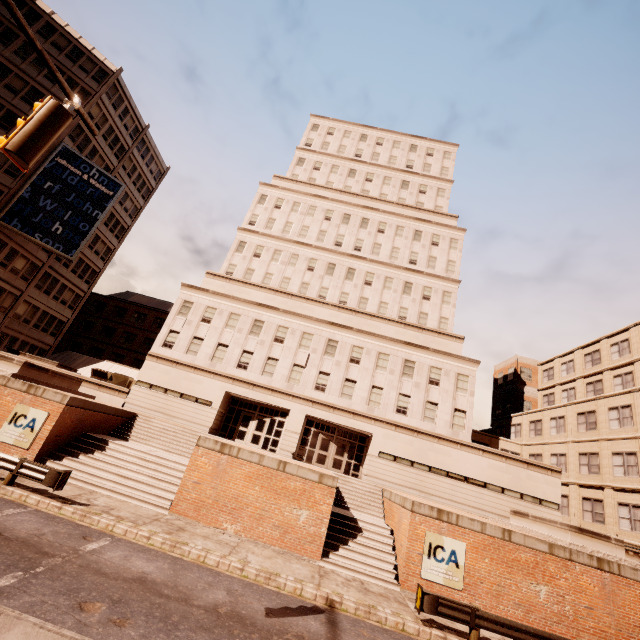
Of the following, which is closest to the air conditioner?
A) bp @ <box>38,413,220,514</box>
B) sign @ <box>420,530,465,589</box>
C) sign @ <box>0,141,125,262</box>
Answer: bp @ <box>38,413,220,514</box>

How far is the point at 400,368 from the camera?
28.0 meters

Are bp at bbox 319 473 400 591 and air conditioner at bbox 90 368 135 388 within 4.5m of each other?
no

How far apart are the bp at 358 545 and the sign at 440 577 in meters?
0.8

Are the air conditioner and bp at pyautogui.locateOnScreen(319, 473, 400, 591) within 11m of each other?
no

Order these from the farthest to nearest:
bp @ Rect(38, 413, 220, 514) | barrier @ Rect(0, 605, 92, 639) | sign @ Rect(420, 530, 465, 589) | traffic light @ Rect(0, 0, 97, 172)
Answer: bp @ Rect(38, 413, 220, 514)
sign @ Rect(420, 530, 465, 589)
traffic light @ Rect(0, 0, 97, 172)
barrier @ Rect(0, 605, 92, 639)

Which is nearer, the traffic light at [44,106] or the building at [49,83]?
the traffic light at [44,106]

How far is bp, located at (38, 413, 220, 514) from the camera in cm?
1480
